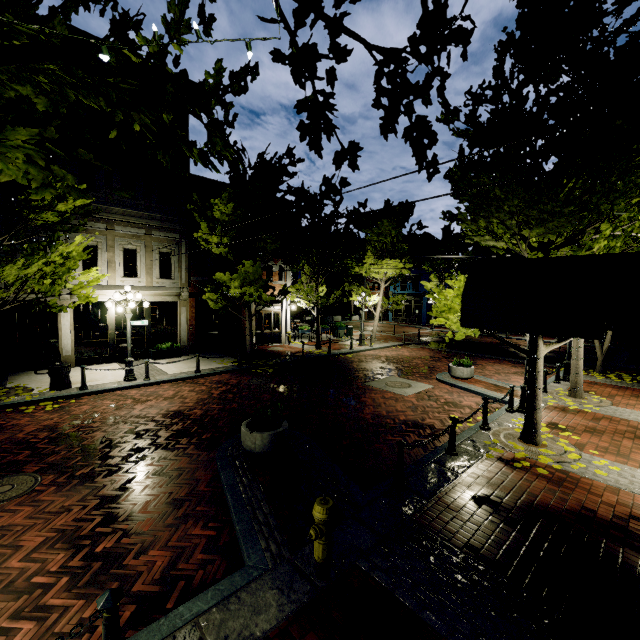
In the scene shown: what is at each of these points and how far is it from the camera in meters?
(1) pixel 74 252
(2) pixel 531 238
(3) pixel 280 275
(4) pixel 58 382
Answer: (1) tree, 9.9
(2) tree, 6.8
(3) building, 22.1
(4) garbage can, 10.9

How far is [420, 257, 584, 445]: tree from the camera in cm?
753

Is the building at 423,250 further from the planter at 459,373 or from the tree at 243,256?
the planter at 459,373

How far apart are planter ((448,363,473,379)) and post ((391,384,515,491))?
6.9 meters

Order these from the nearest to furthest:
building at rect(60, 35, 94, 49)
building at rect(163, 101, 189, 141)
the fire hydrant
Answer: the fire hydrant, building at rect(60, 35, 94, 49), building at rect(163, 101, 189, 141)

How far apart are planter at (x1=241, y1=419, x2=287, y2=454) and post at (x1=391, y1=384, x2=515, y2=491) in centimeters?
357cm

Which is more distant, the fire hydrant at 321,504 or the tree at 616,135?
the tree at 616,135

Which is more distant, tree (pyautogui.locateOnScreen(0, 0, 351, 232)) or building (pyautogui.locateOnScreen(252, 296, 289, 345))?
building (pyautogui.locateOnScreen(252, 296, 289, 345))
